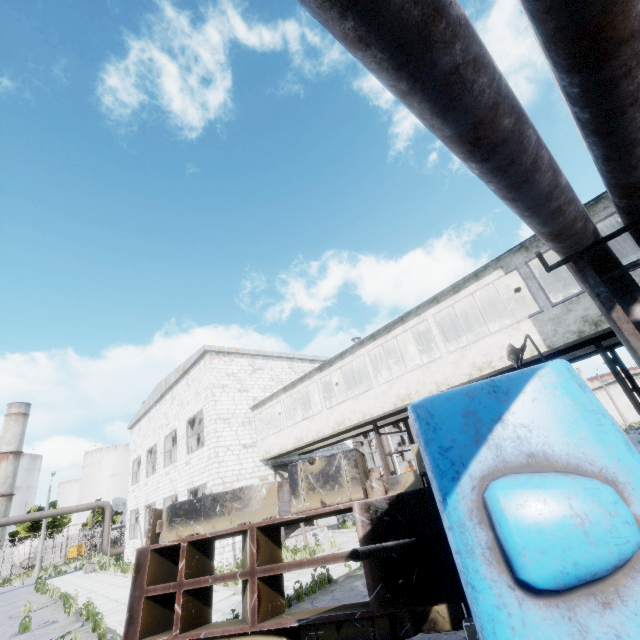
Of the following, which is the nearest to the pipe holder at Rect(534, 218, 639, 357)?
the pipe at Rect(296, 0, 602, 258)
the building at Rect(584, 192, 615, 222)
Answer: the pipe at Rect(296, 0, 602, 258)

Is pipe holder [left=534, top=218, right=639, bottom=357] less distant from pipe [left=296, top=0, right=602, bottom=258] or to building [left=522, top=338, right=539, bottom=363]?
pipe [left=296, top=0, right=602, bottom=258]

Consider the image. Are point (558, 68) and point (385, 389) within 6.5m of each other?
no

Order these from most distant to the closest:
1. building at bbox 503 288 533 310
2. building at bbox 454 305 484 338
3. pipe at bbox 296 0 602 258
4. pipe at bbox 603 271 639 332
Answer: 1. building at bbox 454 305 484 338
2. building at bbox 503 288 533 310
3. pipe at bbox 603 271 639 332
4. pipe at bbox 296 0 602 258

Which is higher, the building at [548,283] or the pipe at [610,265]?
the building at [548,283]

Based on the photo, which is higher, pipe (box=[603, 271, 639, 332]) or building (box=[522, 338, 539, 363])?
building (box=[522, 338, 539, 363])

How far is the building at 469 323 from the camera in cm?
1345

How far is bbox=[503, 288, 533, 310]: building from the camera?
12.25m
